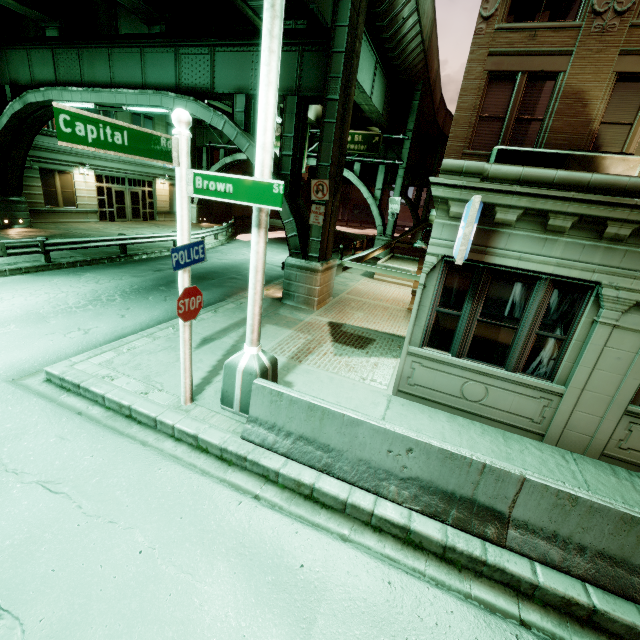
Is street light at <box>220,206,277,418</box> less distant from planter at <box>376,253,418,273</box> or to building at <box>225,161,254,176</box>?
planter at <box>376,253,418,273</box>

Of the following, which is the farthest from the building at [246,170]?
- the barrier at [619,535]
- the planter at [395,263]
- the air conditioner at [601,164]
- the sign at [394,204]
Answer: the barrier at [619,535]

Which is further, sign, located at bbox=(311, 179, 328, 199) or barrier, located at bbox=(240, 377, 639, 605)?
sign, located at bbox=(311, 179, 328, 199)

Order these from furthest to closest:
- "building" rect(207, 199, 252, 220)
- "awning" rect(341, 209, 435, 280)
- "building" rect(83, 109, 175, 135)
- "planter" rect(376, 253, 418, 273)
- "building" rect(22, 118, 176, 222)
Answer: "building" rect(207, 199, 252, 220), "building" rect(83, 109, 175, 135), "building" rect(22, 118, 176, 222), "planter" rect(376, 253, 418, 273), "awning" rect(341, 209, 435, 280)

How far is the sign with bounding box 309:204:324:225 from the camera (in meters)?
11.01

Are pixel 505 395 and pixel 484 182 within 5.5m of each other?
yes

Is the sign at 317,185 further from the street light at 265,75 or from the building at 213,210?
the building at 213,210

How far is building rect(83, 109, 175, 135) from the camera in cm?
2328
